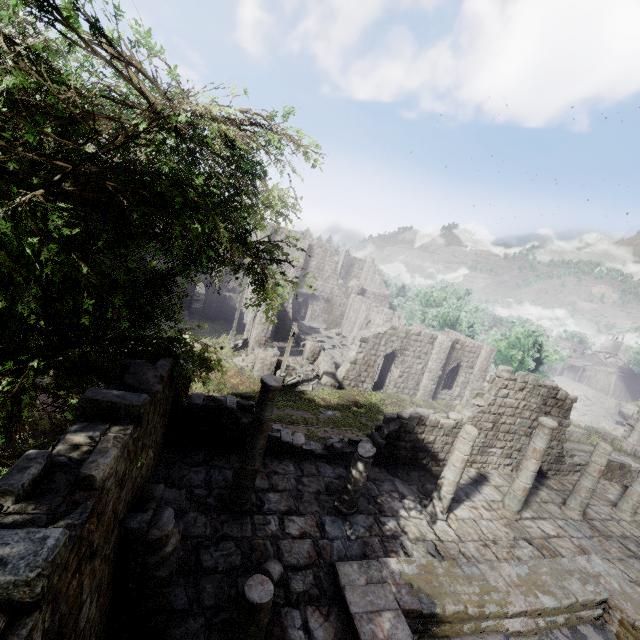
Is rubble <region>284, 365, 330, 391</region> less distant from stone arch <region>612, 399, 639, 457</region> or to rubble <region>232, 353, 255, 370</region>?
rubble <region>232, 353, 255, 370</region>

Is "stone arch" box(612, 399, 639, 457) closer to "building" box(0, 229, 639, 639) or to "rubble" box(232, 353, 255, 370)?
"building" box(0, 229, 639, 639)

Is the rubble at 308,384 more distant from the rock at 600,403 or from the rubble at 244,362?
the rock at 600,403

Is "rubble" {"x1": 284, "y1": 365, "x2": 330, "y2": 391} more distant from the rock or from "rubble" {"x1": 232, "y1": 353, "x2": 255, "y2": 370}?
the rock

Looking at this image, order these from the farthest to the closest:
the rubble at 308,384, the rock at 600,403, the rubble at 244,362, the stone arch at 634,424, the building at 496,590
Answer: the rock at 600,403 < the stone arch at 634,424 < the rubble at 244,362 < the rubble at 308,384 < the building at 496,590

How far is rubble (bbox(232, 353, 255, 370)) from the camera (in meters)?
24.33

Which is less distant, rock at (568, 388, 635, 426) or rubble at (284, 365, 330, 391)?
rubble at (284, 365, 330, 391)

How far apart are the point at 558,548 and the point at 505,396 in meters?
5.5
